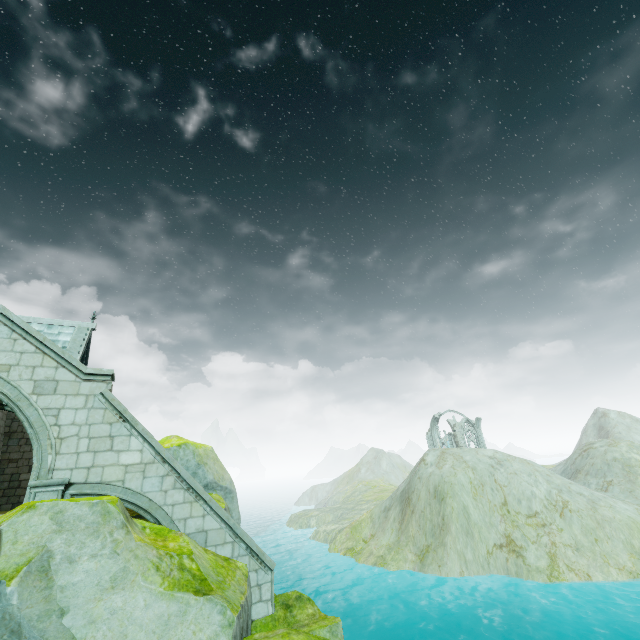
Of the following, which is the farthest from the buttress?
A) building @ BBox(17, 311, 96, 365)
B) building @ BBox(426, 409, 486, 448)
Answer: building @ BBox(426, 409, 486, 448)

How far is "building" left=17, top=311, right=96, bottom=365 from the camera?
18.50m

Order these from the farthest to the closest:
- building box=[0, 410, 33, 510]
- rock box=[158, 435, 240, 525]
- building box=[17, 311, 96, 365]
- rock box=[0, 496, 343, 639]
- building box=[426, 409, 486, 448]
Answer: building box=[426, 409, 486, 448] → building box=[17, 311, 96, 365] → building box=[0, 410, 33, 510] → rock box=[158, 435, 240, 525] → rock box=[0, 496, 343, 639]

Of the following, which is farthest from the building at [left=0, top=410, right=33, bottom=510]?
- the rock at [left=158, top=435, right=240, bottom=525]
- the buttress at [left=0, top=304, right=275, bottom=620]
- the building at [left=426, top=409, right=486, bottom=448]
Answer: the building at [left=426, top=409, right=486, bottom=448]

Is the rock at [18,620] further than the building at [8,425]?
No

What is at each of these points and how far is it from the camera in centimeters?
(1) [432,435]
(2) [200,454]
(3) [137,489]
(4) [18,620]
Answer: (1) building, 5847cm
(2) rock, 1335cm
(3) buttress, 877cm
(4) rock, 514cm

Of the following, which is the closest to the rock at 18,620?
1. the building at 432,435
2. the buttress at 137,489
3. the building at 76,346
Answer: the buttress at 137,489

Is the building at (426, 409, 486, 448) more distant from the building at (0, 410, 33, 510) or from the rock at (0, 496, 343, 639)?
the building at (0, 410, 33, 510)
